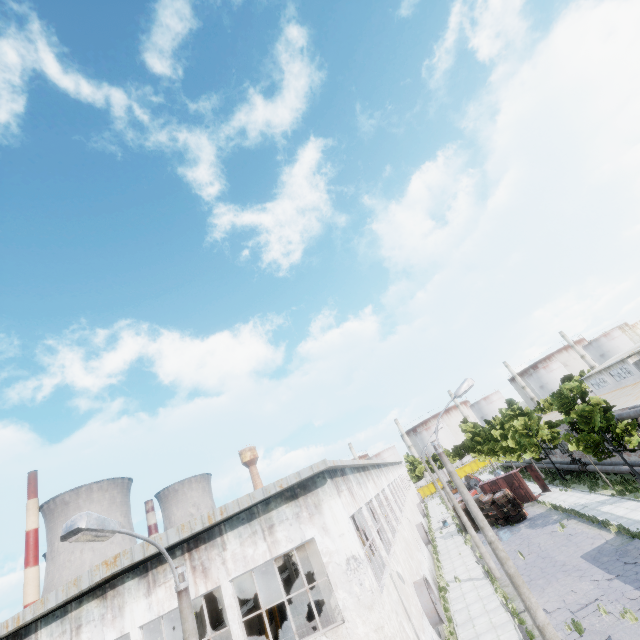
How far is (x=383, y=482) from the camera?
27.6m

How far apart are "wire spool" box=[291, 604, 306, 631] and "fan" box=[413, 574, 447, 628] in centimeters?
1758cm

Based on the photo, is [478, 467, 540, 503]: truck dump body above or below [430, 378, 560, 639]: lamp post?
below

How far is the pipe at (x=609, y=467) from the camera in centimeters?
2620cm

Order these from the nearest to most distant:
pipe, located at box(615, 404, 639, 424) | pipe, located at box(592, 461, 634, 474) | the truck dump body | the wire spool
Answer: pipe, located at box(615, 404, 639, 424) → pipe, located at box(592, 461, 634, 474) → the wire spool → the truck dump body

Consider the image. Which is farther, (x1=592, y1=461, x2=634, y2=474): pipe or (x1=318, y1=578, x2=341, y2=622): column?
(x1=592, y1=461, x2=634, y2=474): pipe

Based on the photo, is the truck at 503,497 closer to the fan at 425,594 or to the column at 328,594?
the fan at 425,594

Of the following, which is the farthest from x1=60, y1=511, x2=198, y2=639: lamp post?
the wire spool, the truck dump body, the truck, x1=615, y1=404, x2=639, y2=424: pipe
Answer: the truck dump body
